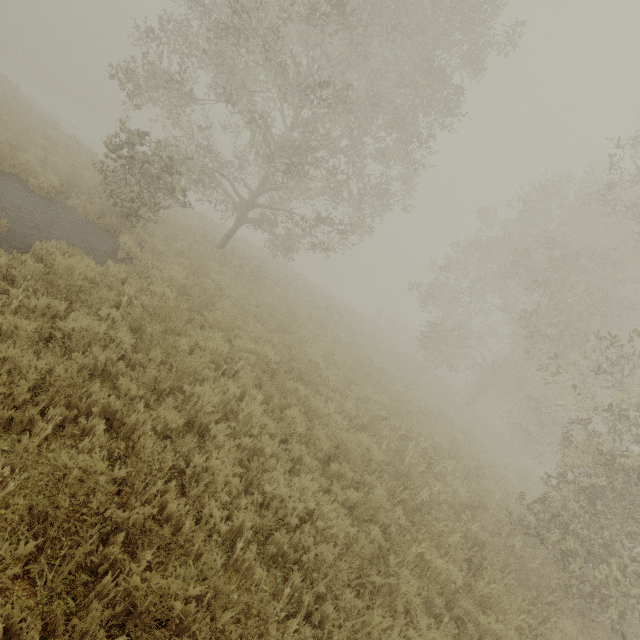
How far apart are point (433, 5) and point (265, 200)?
11.8 meters

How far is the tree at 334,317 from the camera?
16.3m

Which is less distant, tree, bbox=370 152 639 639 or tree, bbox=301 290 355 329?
tree, bbox=370 152 639 639

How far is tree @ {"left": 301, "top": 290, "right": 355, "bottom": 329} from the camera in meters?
16.3 m

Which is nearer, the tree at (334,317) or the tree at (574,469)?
the tree at (574,469)
